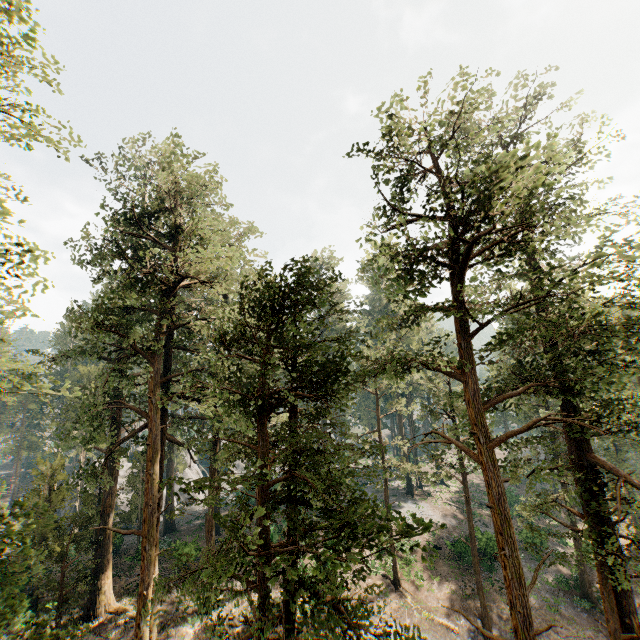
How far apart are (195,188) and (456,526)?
41.35m
